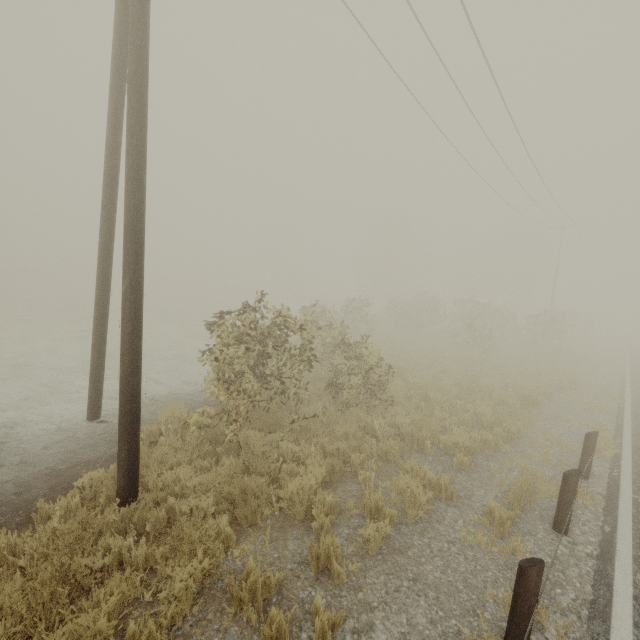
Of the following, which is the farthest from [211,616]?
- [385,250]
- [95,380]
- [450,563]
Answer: [385,250]
